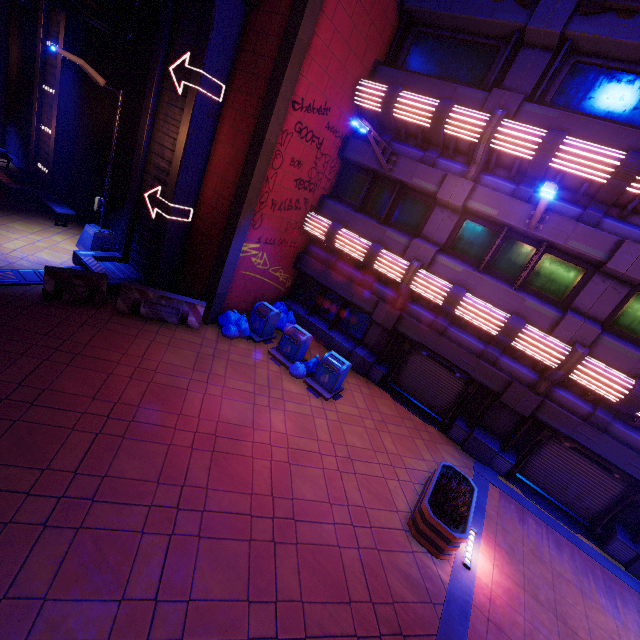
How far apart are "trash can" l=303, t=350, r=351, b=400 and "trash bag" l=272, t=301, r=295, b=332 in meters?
2.5

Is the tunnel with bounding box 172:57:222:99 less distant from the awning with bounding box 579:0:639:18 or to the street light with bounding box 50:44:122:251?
the street light with bounding box 50:44:122:251

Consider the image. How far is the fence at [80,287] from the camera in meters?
8.9

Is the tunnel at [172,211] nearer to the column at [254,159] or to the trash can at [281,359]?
the column at [254,159]

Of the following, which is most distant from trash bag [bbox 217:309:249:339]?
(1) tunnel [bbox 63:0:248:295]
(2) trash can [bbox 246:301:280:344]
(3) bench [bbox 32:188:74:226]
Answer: (3) bench [bbox 32:188:74:226]

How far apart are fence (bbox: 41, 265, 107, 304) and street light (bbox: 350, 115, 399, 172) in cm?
835

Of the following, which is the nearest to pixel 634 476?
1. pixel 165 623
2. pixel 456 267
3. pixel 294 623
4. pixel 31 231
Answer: pixel 456 267

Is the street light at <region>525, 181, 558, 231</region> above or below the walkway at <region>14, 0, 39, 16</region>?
above
